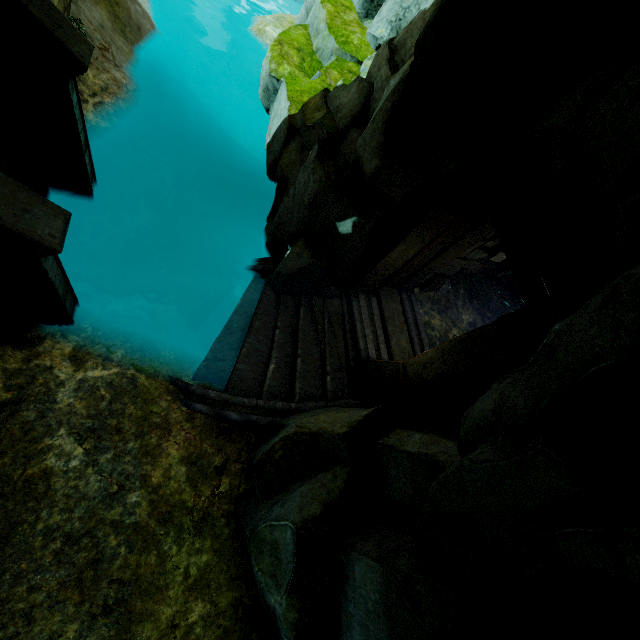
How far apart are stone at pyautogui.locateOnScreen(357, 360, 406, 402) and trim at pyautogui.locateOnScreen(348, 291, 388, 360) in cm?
1

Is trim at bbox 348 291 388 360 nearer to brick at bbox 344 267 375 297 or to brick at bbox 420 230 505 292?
brick at bbox 344 267 375 297

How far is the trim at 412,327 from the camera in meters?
7.7 m

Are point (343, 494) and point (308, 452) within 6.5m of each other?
yes

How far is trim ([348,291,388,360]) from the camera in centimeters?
708cm

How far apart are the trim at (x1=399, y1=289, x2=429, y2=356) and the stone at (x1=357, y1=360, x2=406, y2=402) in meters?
0.8

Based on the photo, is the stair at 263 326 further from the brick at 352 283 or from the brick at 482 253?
the brick at 482 253

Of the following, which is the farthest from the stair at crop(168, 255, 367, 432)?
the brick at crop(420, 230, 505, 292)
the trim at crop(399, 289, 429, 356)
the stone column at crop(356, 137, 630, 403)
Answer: the brick at crop(420, 230, 505, 292)
